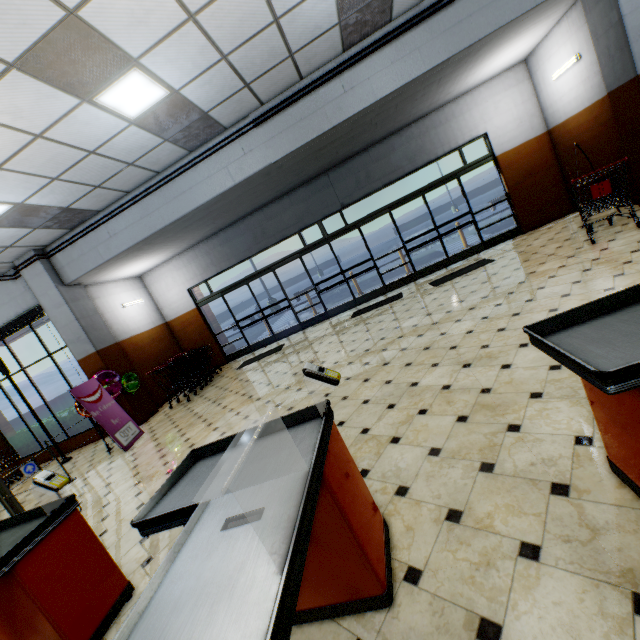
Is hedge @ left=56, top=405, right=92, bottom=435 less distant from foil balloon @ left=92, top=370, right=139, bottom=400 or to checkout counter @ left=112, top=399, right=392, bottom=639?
Result: foil balloon @ left=92, top=370, right=139, bottom=400

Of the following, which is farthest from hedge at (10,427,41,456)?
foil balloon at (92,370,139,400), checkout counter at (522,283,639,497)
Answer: checkout counter at (522,283,639,497)

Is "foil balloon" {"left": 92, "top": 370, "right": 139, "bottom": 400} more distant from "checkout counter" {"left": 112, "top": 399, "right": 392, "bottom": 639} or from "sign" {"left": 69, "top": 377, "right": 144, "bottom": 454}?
"checkout counter" {"left": 112, "top": 399, "right": 392, "bottom": 639}

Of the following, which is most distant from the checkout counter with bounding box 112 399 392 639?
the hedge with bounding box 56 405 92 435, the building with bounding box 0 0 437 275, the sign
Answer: the hedge with bounding box 56 405 92 435

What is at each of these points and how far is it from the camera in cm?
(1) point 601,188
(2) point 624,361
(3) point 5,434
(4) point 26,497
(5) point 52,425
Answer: (1) shopping cart, 528
(2) checkout counter, 118
(3) building, 982
(4) building, 697
(5) hedge, 951

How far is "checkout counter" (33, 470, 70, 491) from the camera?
2.3 meters

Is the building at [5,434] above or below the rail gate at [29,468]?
above

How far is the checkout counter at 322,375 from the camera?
1.8 meters
